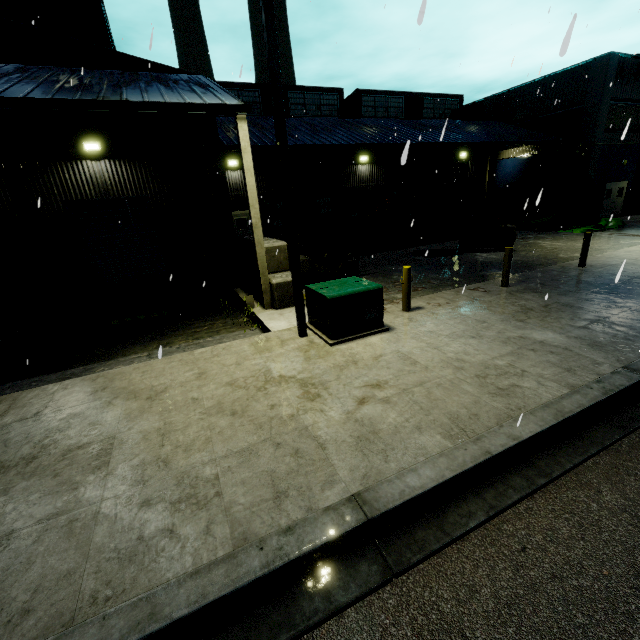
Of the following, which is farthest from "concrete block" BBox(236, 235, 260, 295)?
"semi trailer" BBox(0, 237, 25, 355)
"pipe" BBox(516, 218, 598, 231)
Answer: "pipe" BBox(516, 218, 598, 231)

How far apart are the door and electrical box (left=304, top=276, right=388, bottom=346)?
26.68m

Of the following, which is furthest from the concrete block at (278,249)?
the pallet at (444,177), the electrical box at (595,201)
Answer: the electrical box at (595,201)

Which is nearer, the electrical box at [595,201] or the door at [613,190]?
the electrical box at [595,201]

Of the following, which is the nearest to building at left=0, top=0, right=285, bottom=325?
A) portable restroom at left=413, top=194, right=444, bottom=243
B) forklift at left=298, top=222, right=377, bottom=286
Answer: portable restroom at left=413, top=194, right=444, bottom=243

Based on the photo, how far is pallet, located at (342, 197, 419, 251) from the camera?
19.0 meters

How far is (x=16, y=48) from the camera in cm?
1054

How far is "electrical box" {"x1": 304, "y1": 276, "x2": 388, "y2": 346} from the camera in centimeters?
678cm
